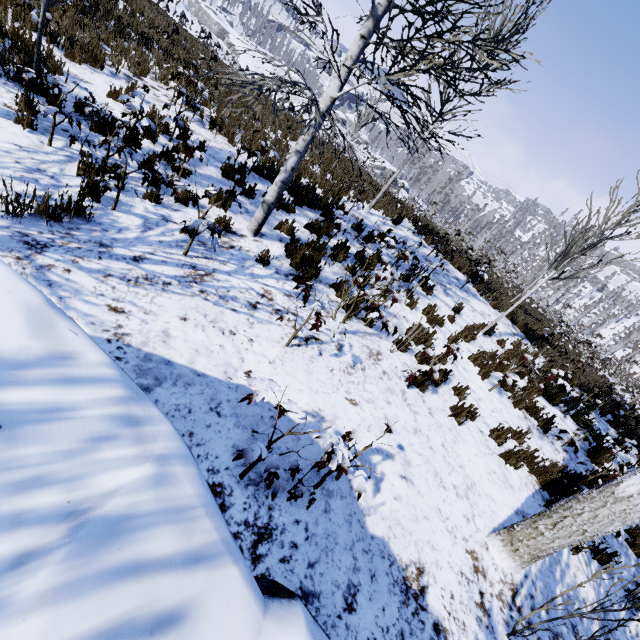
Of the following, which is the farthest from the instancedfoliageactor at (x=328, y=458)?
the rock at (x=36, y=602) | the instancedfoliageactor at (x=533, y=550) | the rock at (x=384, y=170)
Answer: the rock at (x=384, y=170)

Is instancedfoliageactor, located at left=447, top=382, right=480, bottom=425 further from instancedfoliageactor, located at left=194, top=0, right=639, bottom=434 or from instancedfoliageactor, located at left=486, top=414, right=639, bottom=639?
instancedfoliageactor, located at left=194, top=0, right=639, bottom=434

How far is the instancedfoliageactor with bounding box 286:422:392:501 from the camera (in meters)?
A: 2.41

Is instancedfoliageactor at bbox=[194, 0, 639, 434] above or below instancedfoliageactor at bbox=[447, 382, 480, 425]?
above

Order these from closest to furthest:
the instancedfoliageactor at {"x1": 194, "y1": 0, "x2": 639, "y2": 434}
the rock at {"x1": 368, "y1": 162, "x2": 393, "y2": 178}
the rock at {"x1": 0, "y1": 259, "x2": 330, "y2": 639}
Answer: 1. the rock at {"x1": 0, "y1": 259, "x2": 330, "y2": 639}
2. the instancedfoliageactor at {"x1": 194, "y1": 0, "x2": 639, "y2": 434}
3. the rock at {"x1": 368, "y1": 162, "x2": 393, "y2": 178}

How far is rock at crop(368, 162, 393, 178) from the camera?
57.6 meters

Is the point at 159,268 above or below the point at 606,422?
below

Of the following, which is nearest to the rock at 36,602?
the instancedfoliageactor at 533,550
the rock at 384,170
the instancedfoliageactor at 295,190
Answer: the instancedfoliageactor at 533,550
